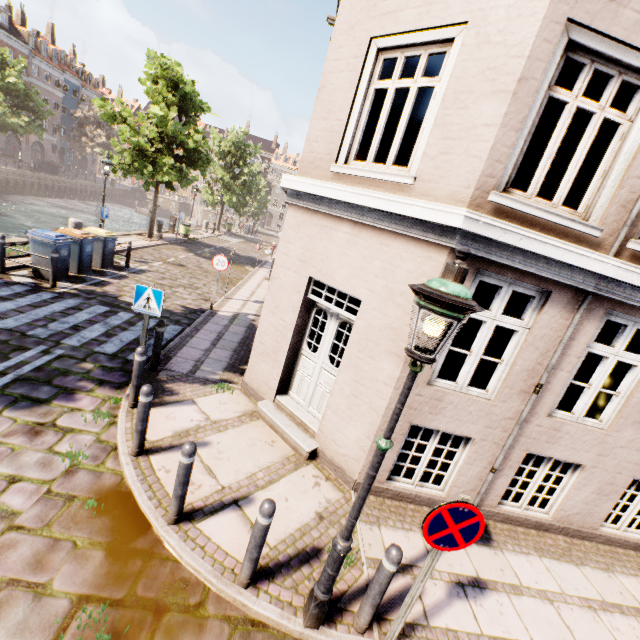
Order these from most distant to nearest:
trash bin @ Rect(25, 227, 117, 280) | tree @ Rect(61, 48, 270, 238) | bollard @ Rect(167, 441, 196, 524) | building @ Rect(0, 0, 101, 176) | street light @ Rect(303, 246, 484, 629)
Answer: building @ Rect(0, 0, 101, 176), tree @ Rect(61, 48, 270, 238), trash bin @ Rect(25, 227, 117, 280), bollard @ Rect(167, 441, 196, 524), street light @ Rect(303, 246, 484, 629)

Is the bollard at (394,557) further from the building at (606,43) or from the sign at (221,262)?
the building at (606,43)

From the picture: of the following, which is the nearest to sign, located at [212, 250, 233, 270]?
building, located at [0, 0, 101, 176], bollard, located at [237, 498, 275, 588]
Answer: bollard, located at [237, 498, 275, 588]

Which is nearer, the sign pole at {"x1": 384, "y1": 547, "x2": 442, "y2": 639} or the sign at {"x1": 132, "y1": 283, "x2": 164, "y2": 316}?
the sign pole at {"x1": 384, "y1": 547, "x2": 442, "y2": 639}

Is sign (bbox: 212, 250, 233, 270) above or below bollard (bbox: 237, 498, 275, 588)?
above

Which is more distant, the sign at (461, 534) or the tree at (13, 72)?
the tree at (13, 72)

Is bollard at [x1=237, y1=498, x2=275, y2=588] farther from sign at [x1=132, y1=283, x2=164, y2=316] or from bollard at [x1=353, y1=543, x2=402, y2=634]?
sign at [x1=132, y1=283, x2=164, y2=316]

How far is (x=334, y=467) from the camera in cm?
535
